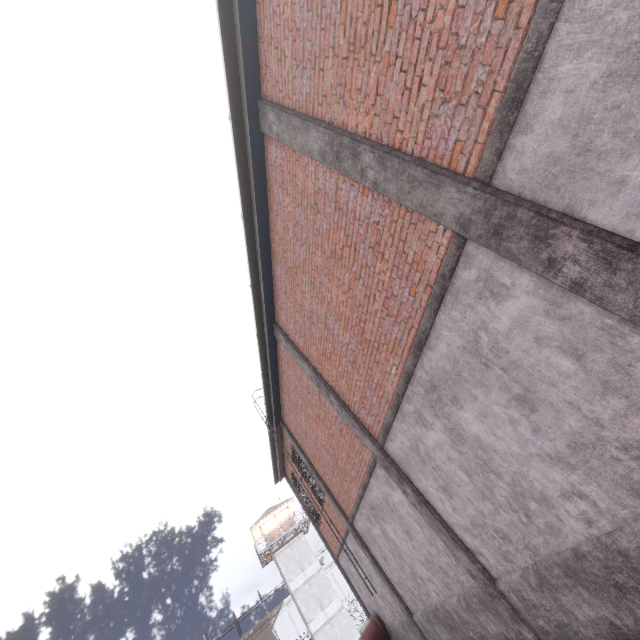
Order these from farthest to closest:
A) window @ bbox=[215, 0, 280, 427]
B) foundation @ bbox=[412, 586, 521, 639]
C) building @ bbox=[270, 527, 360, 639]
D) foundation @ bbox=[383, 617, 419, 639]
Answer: building @ bbox=[270, 527, 360, 639] < foundation @ bbox=[383, 617, 419, 639] < foundation @ bbox=[412, 586, 521, 639] < window @ bbox=[215, 0, 280, 427]

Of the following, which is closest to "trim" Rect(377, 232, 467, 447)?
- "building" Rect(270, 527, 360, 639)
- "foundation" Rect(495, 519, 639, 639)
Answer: "foundation" Rect(495, 519, 639, 639)

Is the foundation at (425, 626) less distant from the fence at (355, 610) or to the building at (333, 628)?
the fence at (355, 610)

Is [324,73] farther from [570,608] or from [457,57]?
[570,608]

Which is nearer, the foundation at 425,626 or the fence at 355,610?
the foundation at 425,626

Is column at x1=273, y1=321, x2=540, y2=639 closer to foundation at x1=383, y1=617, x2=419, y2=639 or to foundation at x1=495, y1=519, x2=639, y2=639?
foundation at x1=495, y1=519, x2=639, y2=639

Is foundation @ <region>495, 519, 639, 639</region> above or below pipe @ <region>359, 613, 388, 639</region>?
below

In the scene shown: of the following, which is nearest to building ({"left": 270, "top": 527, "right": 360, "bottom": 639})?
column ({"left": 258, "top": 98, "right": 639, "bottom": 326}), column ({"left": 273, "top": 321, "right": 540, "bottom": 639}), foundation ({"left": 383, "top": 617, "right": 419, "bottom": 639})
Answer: foundation ({"left": 383, "top": 617, "right": 419, "bottom": 639})
